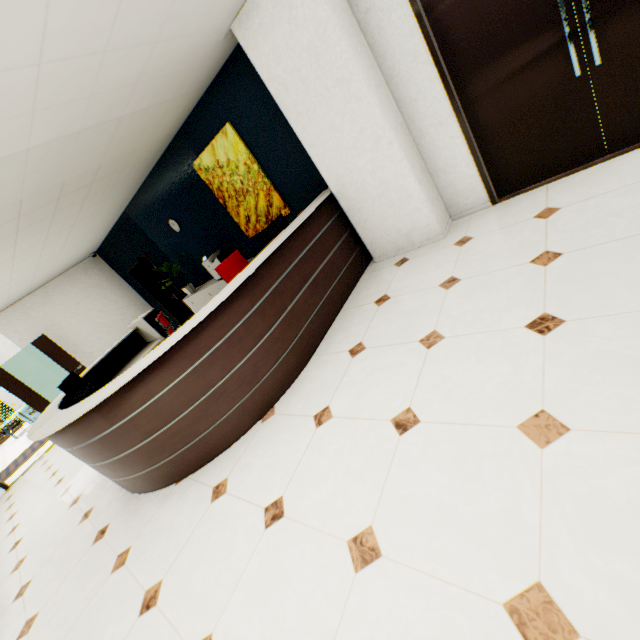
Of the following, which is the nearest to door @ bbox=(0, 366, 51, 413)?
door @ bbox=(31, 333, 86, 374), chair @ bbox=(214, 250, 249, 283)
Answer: door @ bbox=(31, 333, 86, 374)

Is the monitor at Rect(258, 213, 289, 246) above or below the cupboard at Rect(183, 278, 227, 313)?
above

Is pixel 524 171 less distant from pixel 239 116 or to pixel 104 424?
pixel 239 116

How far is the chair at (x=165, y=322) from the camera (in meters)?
4.10

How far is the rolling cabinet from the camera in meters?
5.4

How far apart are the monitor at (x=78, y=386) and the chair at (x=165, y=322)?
0.8 meters

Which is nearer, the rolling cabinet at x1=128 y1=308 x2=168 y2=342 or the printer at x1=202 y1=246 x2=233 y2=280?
the rolling cabinet at x1=128 y1=308 x2=168 y2=342

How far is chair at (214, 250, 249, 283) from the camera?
4.6 meters
